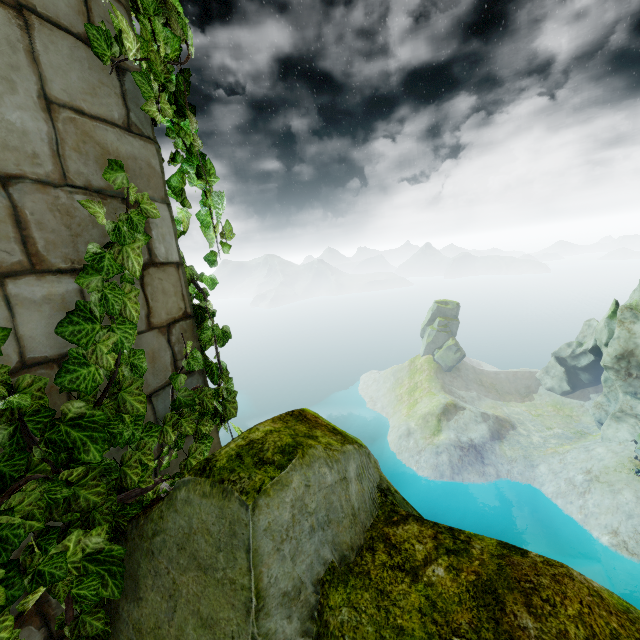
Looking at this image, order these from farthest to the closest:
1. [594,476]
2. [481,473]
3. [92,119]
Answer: [481,473] → [594,476] → [92,119]

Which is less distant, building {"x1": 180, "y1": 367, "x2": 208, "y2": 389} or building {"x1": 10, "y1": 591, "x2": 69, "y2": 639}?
building {"x1": 10, "y1": 591, "x2": 69, "y2": 639}

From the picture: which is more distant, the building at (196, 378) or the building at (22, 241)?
the building at (196, 378)

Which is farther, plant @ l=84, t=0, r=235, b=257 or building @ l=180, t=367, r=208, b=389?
building @ l=180, t=367, r=208, b=389

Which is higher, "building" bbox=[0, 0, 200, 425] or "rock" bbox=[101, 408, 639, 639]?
"building" bbox=[0, 0, 200, 425]

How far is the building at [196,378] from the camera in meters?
2.1 m

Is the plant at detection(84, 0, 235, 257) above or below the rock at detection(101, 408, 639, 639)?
above
